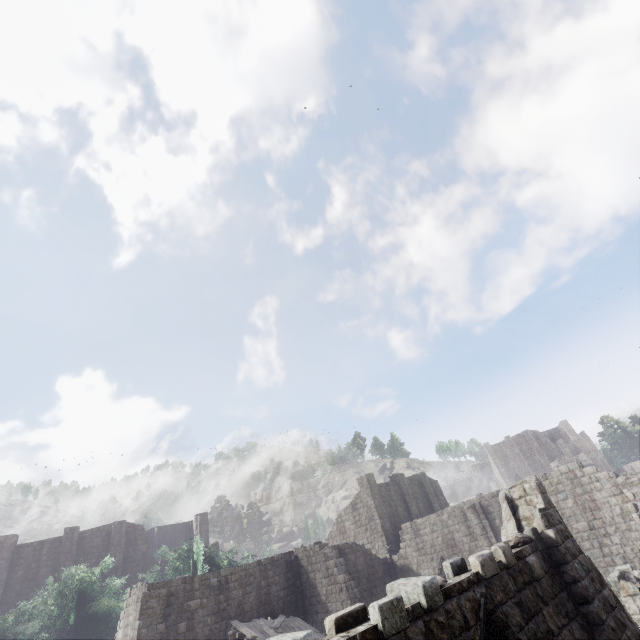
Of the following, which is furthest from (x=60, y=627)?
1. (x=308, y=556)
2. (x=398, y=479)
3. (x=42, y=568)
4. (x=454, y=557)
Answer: (x=398, y=479)
